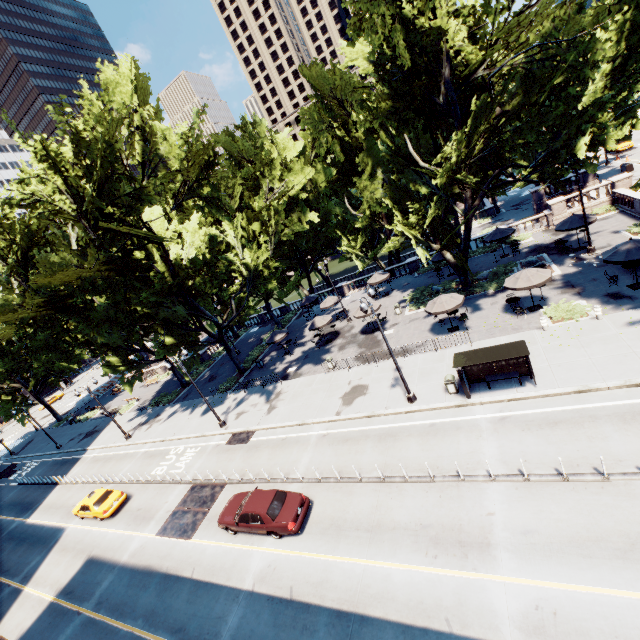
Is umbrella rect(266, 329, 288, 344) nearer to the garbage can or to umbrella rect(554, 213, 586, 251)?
the garbage can

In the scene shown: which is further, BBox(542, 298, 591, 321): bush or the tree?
BBox(542, 298, 591, 321): bush

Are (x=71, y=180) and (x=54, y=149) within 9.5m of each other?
yes

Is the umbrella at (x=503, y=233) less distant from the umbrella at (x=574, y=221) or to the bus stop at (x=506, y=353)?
the umbrella at (x=574, y=221)

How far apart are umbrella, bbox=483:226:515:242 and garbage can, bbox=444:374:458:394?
19.00m

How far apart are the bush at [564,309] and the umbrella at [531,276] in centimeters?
156cm

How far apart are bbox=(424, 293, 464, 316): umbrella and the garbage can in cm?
584

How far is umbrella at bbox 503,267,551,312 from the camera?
20.2 meters
